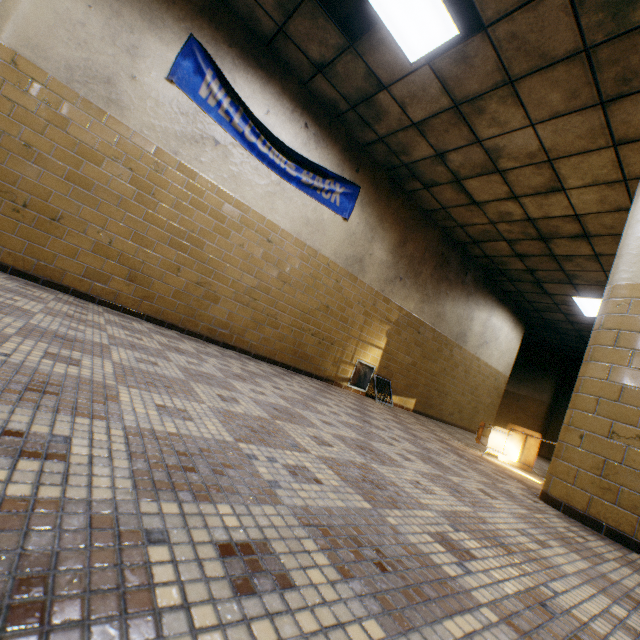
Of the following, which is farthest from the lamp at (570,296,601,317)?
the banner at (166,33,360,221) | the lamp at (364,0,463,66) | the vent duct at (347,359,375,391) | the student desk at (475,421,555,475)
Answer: the lamp at (364,0,463,66)

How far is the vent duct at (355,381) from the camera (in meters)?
6.23

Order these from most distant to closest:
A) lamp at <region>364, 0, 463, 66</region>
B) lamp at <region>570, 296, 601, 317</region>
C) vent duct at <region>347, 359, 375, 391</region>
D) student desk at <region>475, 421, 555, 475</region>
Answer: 1. lamp at <region>570, 296, 601, 317</region>
2. vent duct at <region>347, 359, 375, 391</region>
3. student desk at <region>475, 421, 555, 475</region>
4. lamp at <region>364, 0, 463, 66</region>

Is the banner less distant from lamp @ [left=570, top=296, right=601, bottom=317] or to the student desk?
the student desk

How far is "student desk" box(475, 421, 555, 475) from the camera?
4.4m

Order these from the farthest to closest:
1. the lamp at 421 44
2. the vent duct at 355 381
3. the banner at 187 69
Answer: the vent duct at 355 381, the banner at 187 69, the lamp at 421 44

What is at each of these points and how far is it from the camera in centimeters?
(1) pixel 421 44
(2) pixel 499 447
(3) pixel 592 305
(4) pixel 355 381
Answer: (1) lamp, 353cm
(2) student desk, 448cm
(3) lamp, 775cm
(4) vent duct, 671cm

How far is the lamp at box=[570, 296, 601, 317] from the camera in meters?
7.5 m
